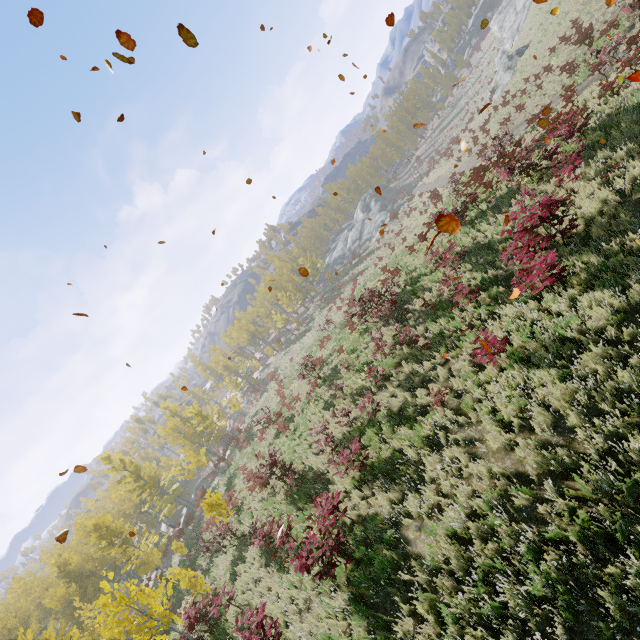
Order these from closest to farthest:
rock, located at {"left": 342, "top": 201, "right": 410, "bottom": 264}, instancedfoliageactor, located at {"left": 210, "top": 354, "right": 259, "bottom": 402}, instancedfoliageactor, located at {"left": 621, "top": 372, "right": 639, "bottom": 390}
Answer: instancedfoliageactor, located at {"left": 621, "top": 372, "right": 639, "bottom": 390}, rock, located at {"left": 342, "top": 201, "right": 410, "bottom": 264}, instancedfoliageactor, located at {"left": 210, "top": 354, "right": 259, "bottom": 402}

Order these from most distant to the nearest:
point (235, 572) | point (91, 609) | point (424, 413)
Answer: point (91, 609) → point (235, 572) → point (424, 413)

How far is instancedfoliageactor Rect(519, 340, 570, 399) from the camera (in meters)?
6.43

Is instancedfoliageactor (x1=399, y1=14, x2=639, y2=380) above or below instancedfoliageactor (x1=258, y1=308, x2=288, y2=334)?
below

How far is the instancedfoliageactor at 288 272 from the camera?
51.2m

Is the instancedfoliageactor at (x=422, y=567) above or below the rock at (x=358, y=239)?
below

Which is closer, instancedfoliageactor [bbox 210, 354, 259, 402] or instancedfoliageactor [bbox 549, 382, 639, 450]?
instancedfoliageactor [bbox 549, 382, 639, 450]
